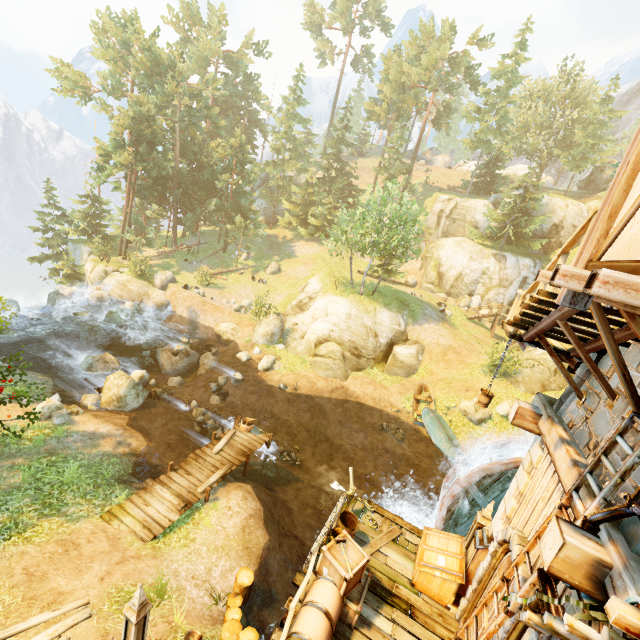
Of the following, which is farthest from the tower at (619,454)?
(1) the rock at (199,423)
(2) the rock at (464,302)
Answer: (2) the rock at (464,302)

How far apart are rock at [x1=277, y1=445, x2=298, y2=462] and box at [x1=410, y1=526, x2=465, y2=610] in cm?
954

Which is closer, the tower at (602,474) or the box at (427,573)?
the tower at (602,474)

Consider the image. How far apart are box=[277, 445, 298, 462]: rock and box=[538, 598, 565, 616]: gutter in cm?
1505

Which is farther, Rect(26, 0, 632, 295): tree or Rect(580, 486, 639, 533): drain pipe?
Rect(26, 0, 632, 295): tree

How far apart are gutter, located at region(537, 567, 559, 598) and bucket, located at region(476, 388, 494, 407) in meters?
5.4 m

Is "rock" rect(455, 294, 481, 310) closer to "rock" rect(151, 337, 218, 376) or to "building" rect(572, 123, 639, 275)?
"rock" rect(151, 337, 218, 376)

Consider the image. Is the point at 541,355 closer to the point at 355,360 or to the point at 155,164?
the point at 355,360
